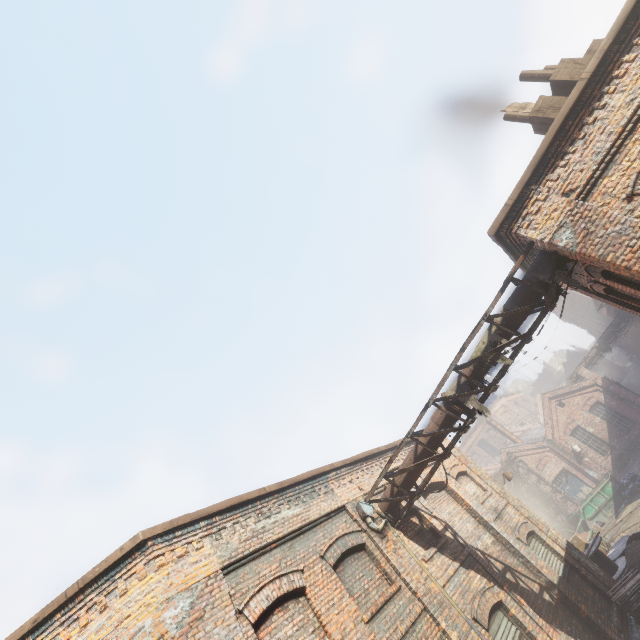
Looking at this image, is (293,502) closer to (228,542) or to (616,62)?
(228,542)

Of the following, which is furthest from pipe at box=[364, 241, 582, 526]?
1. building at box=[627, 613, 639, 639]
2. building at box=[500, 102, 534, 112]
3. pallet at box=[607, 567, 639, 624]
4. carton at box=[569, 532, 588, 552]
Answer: carton at box=[569, 532, 588, 552]

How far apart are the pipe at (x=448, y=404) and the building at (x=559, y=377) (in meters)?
59.82

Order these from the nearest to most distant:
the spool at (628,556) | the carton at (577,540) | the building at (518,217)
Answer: the building at (518,217) → the spool at (628,556) → the carton at (577,540)

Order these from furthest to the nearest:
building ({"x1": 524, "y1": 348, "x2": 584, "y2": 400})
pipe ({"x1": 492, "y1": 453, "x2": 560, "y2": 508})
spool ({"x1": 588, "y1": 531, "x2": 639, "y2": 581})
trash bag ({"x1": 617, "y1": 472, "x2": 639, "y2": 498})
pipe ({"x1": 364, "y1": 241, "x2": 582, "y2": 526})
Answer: building ({"x1": 524, "y1": 348, "x2": 584, "y2": 400}) → pipe ({"x1": 492, "y1": 453, "x2": 560, "y2": 508}) → trash bag ({"x1": 617, "y1": 472, "x2": 639, "y2": 498}) → spool ({"x1": 588, "y1": 531, "x2": 639, "y2": 581}) → pipe ({"x1": 364, "y1": 241, "x2": 582, "y2": 526})

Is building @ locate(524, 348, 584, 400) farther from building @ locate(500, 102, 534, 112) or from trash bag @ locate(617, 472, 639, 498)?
building @ locate(500, 102, 534, 112)

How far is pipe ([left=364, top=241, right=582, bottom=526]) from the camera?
6.93m

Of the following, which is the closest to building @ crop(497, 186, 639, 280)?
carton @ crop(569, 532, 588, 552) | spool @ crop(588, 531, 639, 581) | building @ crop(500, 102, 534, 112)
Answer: building @ crop(500, 102, 534, 112)
